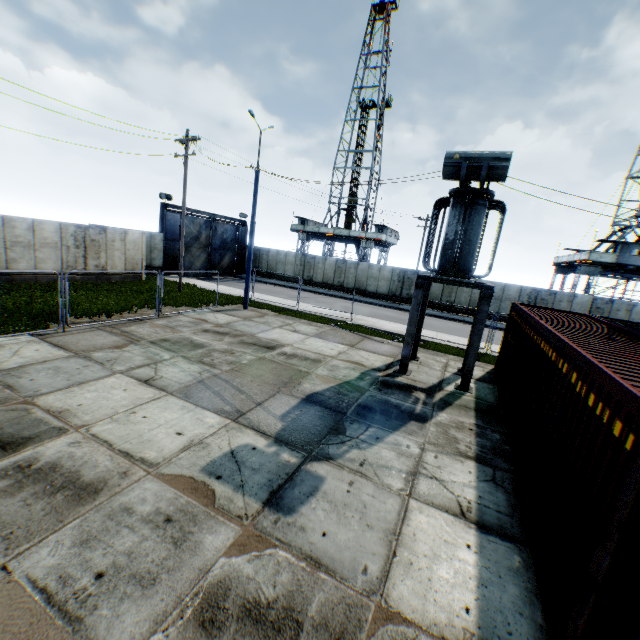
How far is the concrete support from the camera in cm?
1052

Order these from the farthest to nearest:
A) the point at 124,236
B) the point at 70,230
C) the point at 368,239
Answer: the point at 368,239 → the point at 124,236 → the point at 70,230

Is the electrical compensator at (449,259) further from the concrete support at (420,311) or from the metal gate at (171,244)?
the metal gate at (171,244)

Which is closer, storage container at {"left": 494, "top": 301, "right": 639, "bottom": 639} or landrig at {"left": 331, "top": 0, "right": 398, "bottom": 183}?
storage container at {"left": 494, "top": 301, "right": 639, "bottom": 639}

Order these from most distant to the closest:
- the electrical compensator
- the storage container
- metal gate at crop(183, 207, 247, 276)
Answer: metal gate at crop(183, 207, 247, 276) < the electrical compensator < the storage container

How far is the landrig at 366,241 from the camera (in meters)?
41.22

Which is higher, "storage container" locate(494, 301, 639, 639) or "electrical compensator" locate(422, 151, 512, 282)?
"electrical compensator" locate(422, 151, 512, 282)

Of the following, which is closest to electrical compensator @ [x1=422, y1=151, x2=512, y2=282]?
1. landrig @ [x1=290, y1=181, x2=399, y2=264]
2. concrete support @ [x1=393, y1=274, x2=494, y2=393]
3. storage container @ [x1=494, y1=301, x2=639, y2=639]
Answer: concrete support @ [x1=393, y1=274, x2=494, y2=393]
